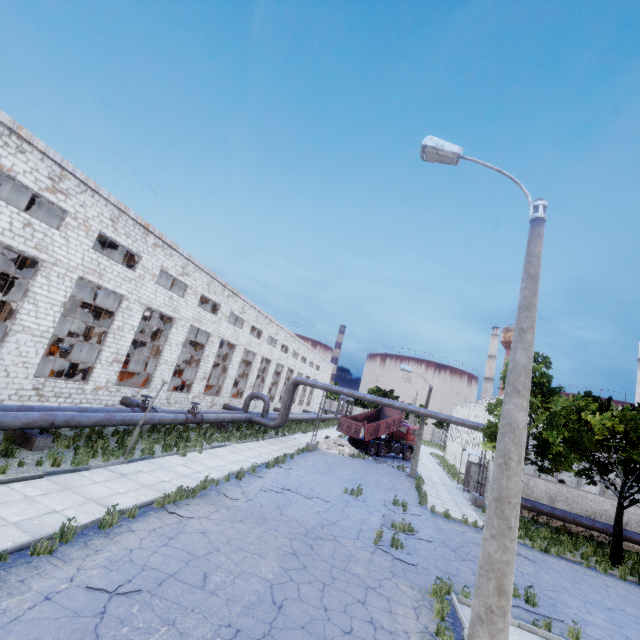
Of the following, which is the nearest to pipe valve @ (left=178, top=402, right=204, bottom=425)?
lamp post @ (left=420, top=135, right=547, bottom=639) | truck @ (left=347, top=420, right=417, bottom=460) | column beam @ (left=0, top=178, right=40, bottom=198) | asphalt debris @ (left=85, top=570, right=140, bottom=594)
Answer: column beam @ (left=0, top=178, right=40, bottom=198)

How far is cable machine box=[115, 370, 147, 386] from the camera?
22.5m

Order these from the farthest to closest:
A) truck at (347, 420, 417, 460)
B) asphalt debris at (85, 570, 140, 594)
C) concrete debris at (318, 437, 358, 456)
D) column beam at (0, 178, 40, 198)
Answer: truck at (347, 420, 417, 460), concrete debris at (318, 437, 358, 456), column beam at (0, 178, 40, 198), asphalt debris at (85, 570, 140, 594)

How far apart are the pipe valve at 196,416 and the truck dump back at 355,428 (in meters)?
14.55

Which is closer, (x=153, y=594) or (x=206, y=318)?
(x=153, y=594)

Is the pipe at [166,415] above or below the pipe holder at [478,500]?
above

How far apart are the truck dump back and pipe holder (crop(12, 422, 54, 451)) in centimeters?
2282cm

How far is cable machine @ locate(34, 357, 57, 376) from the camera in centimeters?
1780cm
